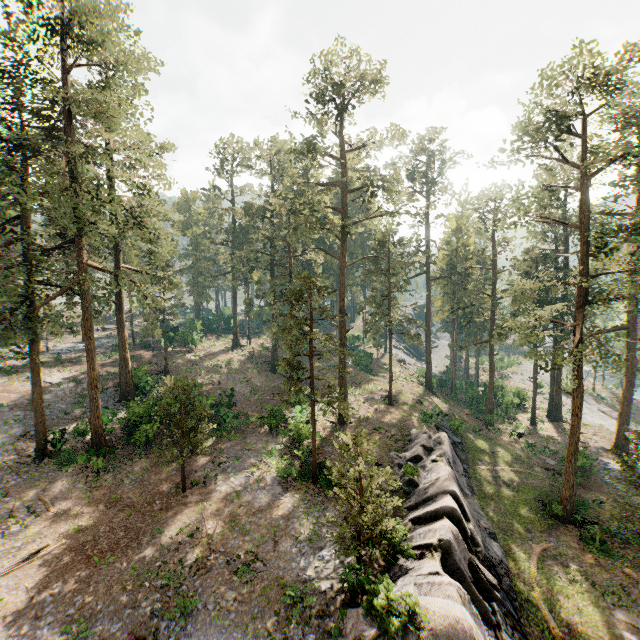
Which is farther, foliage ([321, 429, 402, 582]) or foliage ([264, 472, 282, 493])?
foliage ([264, 472, 282, 493])

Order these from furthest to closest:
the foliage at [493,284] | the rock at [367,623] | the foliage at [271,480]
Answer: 1. the foliage at [271,480]
2. the foliage at [493,284]
3. the rock at [367,623]

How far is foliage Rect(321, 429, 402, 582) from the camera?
13.2m

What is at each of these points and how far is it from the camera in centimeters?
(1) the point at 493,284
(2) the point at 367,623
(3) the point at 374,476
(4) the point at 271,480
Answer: (1) foliage, 3800cm
(2) rock, 1171cm
(3) foliage, 1370cm
(4) foliage, 2153cm

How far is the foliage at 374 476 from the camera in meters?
13.2

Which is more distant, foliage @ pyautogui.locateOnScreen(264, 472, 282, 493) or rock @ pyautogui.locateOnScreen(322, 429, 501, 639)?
foliage @ pyautogui.locateOnScreen(264, 472, 282, 493)
